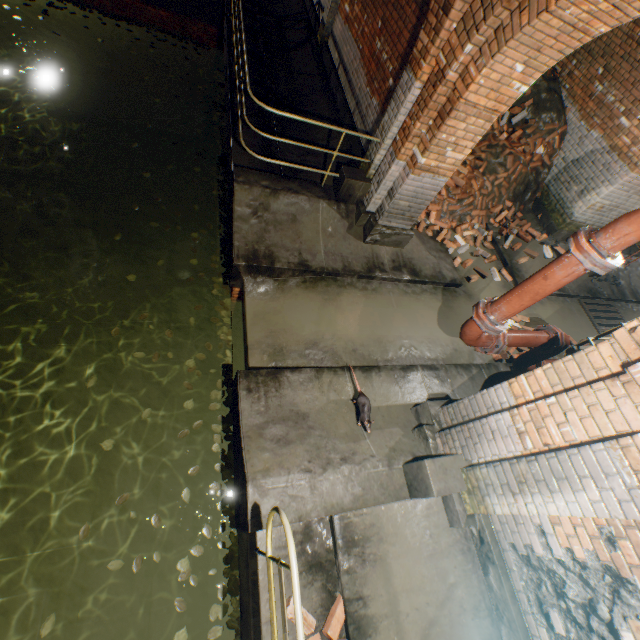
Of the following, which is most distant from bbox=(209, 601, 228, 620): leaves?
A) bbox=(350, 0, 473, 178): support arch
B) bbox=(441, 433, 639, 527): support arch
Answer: bbox=(350, 0, 473, 178): support arch

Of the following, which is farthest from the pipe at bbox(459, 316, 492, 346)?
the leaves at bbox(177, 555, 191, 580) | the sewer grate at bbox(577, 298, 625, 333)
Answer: the sewer grate at bbox(577, 298, 625, 333)

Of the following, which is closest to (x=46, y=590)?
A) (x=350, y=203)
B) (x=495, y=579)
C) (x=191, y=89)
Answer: (x=495, y=579)

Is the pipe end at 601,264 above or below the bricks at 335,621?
above

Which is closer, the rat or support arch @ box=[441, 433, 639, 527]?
support arch @ box=[441, 433, 639, 527]

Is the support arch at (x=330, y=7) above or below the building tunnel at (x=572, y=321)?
above

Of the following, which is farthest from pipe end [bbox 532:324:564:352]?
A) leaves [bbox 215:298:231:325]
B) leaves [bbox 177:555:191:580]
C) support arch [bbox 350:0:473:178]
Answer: leaves [bbox 177:555:191:580]

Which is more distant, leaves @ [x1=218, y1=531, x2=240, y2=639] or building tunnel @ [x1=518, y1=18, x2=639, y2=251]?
building tunnel @ [x1=518, y1=18, x2=639, y2=251]
